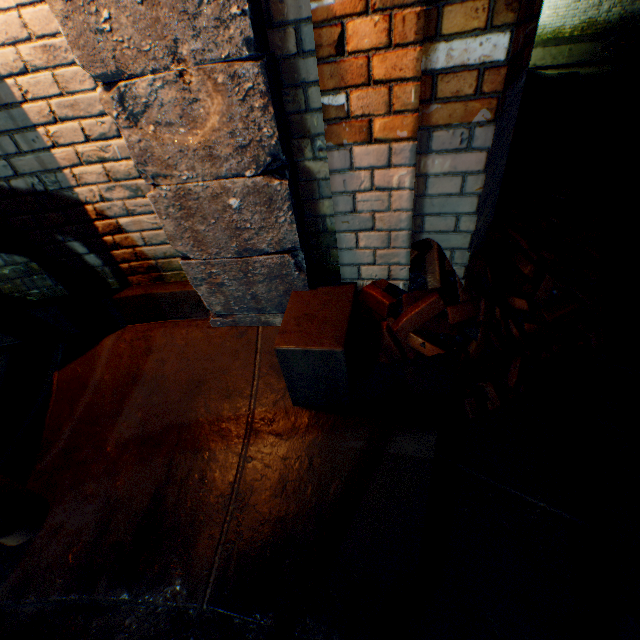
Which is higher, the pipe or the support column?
the support column

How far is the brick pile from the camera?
1.7 meters

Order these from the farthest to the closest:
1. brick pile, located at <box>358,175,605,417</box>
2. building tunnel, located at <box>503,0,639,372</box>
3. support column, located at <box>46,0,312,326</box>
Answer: building tunnel, located at <box>503,0,639,372</box>, brick pile, located at <box>358,175,605,417</box>, support column, located at <box>46,0,312,326</box>

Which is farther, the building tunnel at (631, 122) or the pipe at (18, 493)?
the building tunnel at (631, 122)

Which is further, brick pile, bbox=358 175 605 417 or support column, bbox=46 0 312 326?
brick pile, bbox=358 175 605 417

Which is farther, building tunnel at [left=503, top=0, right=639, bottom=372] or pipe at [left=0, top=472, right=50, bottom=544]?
building tunnel at [left=503, top=0, right=639, bottom=372]

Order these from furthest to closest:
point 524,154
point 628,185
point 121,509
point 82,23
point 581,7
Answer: point 581,7 < point 524,154 < point 628,185 < point 121,509 < point 82,23

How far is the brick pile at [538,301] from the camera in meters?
1.7
